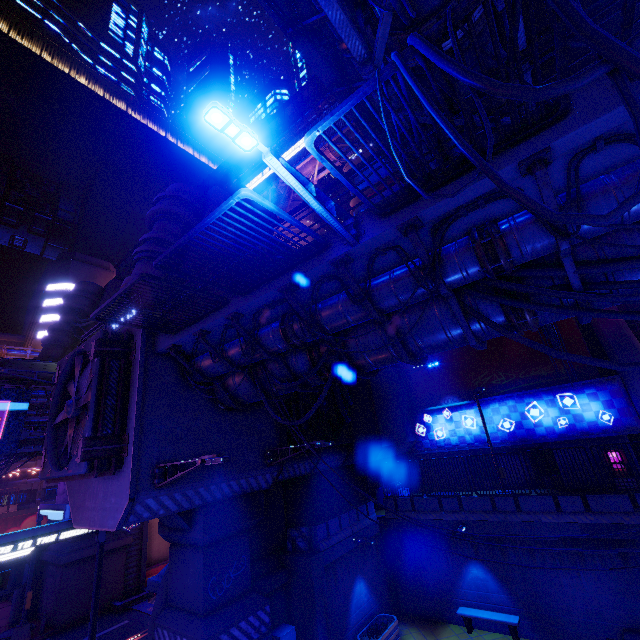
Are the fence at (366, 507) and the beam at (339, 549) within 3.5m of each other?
yes

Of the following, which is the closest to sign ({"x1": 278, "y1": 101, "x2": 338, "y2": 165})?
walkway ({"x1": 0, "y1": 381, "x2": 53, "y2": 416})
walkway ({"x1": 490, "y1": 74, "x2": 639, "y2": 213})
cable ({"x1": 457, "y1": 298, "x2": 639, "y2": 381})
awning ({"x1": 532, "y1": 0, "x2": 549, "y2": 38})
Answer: awning ({"x1": 532, "y1": 0, "x2": 549, "y2": 38})

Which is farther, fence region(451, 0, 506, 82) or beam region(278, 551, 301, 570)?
beam region(278, 551, 301, 570)

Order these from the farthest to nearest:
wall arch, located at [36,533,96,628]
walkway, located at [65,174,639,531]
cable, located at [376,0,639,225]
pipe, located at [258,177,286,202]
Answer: pipe, located at [258,177,286,202] < wall arch, located at [36,533,96,628] < walkway, located at [65,174,639,531] < cable, located at [376,0,639,225]

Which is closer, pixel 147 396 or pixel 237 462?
pixel 147 396

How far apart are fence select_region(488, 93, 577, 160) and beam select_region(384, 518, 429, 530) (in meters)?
15.21

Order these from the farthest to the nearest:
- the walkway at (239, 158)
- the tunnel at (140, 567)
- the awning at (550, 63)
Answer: the walkway at (239, 158) < the tunnel at (140, 567) < the awning at (550, 63)

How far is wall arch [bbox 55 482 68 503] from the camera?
24.4m
